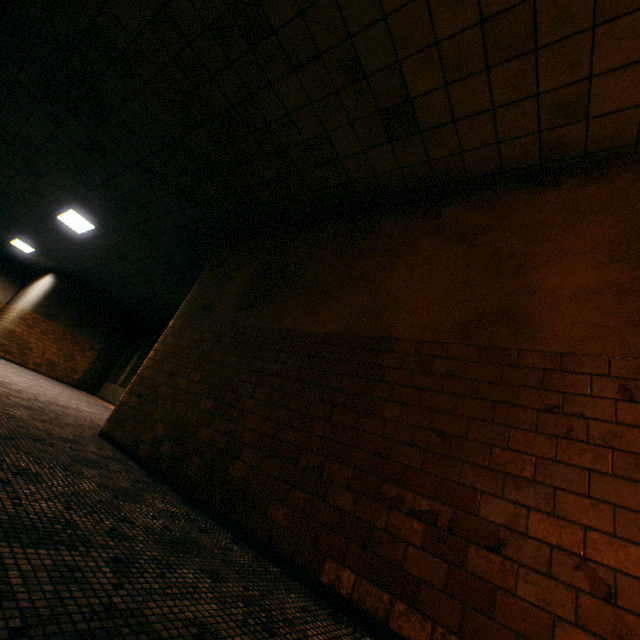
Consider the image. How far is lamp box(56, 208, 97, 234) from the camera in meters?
8.2 m

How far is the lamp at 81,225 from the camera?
8.19m

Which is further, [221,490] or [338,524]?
[221,490]
